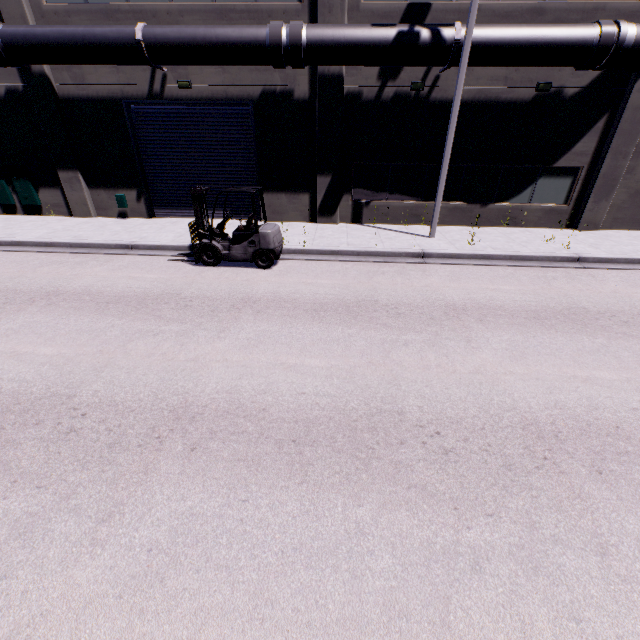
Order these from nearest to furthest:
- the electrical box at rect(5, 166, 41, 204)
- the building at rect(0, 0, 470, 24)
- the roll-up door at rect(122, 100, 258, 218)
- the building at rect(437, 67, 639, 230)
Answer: the building at rect(0, 0, 470, 24), the building at rect(437, 67, 639, 230), the roll-up door at rect(122, 100, 258, 218), the electrical box at rect(5, 166, 41, 204)

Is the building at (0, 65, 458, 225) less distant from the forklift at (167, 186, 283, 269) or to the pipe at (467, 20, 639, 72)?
the pipe at (467, 20, 639, 72)

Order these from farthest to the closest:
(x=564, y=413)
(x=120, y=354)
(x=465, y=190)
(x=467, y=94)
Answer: (x=465, y=190) < (x=467, y=94) < (x=120, y=354) < (x=564, y=413)

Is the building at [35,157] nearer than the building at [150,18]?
No

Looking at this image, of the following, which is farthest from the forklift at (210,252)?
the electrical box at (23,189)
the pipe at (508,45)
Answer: the electrical box at (23,189)

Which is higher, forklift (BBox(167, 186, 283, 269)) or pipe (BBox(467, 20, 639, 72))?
pipe (BBox(467, 20, 639, 72))

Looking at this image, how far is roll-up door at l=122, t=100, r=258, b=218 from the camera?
12.6m

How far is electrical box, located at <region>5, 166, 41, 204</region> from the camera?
13.7m
